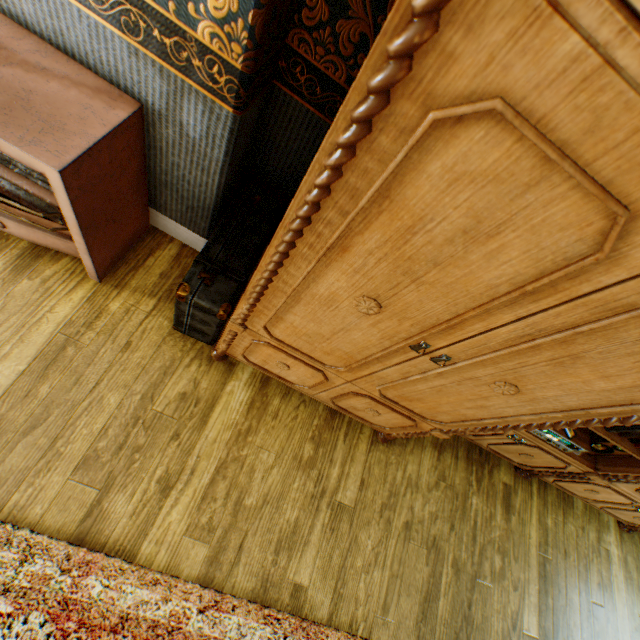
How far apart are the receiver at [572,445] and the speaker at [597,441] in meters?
0.1

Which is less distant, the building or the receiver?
the building

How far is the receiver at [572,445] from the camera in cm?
197

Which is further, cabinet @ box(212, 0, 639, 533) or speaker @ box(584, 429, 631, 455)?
speaker @ box(584, 429, 631, 455)

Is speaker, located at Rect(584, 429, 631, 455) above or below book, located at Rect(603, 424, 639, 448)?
below

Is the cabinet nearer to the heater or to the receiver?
the receiver

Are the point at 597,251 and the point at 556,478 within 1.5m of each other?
no

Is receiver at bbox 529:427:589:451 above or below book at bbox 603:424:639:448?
below
